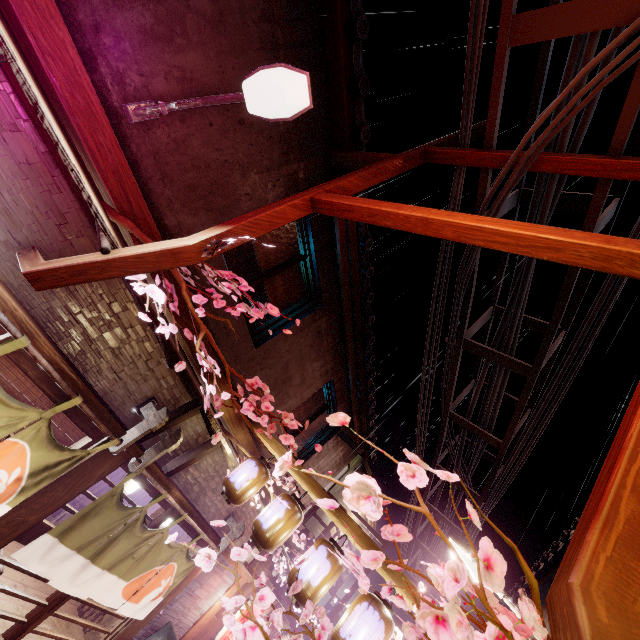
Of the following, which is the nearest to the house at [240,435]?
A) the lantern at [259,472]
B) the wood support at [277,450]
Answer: the wood support at [277,450]

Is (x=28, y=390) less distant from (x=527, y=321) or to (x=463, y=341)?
(x=463, y=341)

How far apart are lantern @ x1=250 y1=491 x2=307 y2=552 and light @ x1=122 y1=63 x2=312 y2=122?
8.22m

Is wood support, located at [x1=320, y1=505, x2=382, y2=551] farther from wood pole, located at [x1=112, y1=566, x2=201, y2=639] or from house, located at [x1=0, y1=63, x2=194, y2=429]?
wood pole, located at [x1=112, y1=566, x2=201, y2=639]

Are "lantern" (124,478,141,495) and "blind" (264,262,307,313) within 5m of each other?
no

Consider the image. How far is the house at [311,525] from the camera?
22.0 meters

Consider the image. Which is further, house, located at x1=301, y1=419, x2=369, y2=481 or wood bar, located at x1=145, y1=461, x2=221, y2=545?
house, located at x1=301, y1=419, x2=369, y2=481

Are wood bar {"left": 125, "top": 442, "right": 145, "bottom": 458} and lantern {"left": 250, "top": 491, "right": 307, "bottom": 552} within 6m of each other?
yes
